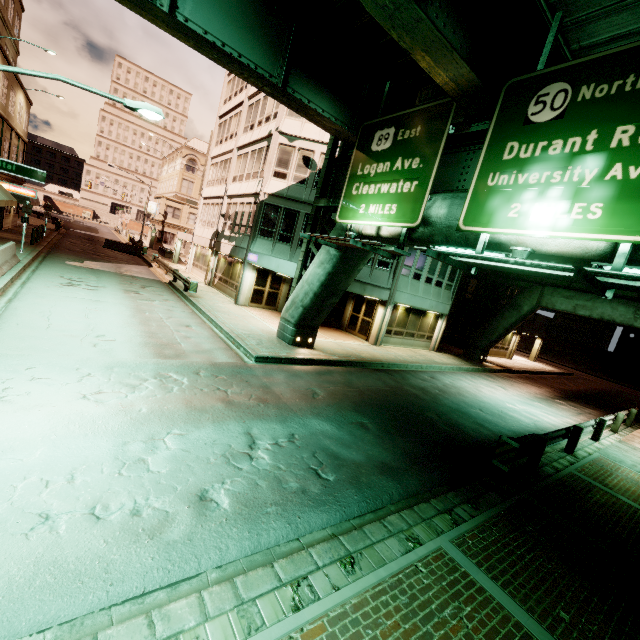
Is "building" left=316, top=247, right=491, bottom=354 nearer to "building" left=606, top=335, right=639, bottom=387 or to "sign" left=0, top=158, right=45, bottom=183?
"sign" left=0, top=158, right=45, bottom=183

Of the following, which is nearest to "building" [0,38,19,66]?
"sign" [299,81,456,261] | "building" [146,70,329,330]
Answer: "sign" [299,81,456,261]

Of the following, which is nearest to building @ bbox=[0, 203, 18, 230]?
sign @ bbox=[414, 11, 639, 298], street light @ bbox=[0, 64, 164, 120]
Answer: street light @ bbox=[0, 64, 164, 120]

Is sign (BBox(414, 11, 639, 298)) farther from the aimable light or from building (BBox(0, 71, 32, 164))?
building (BBox(0, 71, 32, 164))

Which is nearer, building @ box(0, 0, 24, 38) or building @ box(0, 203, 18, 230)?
building @ box(0, 0, 24, 38)

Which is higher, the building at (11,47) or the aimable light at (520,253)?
the building at (11,47)

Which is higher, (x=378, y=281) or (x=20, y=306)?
(x=378, y=281)

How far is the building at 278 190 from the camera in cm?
2012
